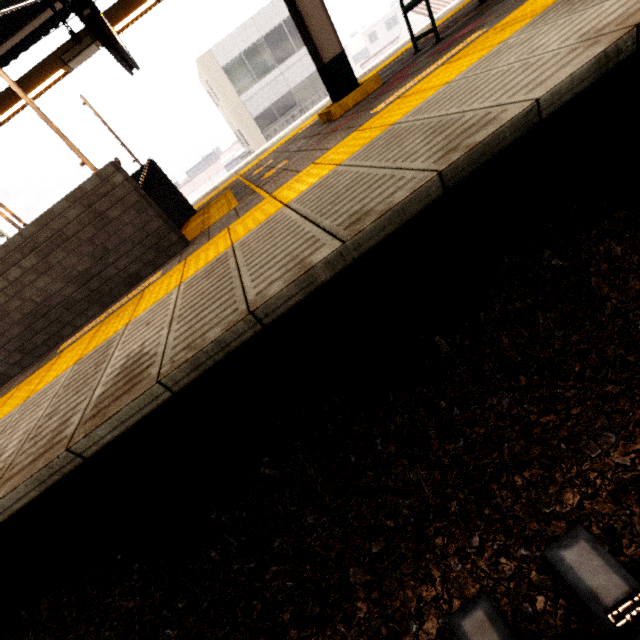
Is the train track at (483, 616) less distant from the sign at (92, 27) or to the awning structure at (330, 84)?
the awning structure at (330, 84)

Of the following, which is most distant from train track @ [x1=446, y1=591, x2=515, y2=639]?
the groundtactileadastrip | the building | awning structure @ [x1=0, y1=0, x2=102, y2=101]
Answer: the building

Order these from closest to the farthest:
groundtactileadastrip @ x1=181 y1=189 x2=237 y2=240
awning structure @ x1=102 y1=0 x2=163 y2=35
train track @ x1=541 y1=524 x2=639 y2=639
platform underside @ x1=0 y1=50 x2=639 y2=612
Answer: train track @ x1=541 y1=524 x2=639 y2=639 → platform underside @ x1=0 y1=50 x2=639 y2=612 → groundtactileadastrip @ x1=181 y1=189 x2=237 y2=240 → awning structure @ x1=102 y1=0 x2=163 y2=35

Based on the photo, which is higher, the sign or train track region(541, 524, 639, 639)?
the sign

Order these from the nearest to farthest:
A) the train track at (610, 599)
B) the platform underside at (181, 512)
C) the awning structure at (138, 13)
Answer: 1. the train track at (610, 599)
2. the platform underside at (181, 512)
3. the awning structure at (138, 13)

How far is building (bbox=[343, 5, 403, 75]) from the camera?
51.62m

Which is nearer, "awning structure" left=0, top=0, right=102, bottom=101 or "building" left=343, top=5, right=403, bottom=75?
"awning structure" left=0, top=0, right=102, bottom=101

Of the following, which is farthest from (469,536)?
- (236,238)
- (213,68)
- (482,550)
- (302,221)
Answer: (213,68)
